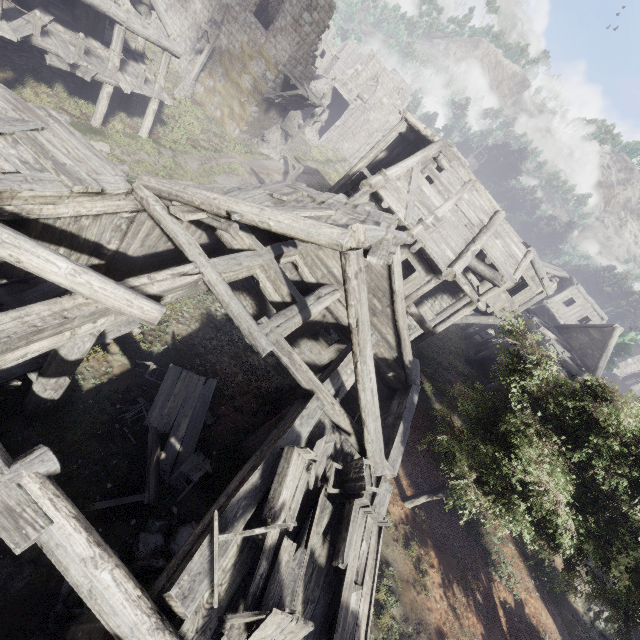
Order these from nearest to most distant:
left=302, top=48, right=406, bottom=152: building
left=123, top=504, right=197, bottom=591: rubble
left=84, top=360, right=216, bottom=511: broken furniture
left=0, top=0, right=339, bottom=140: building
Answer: left=123, top=504, right=197, bottom=591: rubble → left=84, top=360, right=216, bottom=511: broken furniture → left=0, top=0, right=339, bottom=140: building → left=302, top=48, right=406, bottom=152: building

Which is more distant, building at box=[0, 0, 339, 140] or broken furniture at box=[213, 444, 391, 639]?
building at box=[0, 0, 339, 140]

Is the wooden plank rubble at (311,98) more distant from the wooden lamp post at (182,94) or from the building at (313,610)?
the wooden lamp post at (182,94)

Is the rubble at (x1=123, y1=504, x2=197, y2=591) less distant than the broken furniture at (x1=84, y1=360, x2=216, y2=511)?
Yes

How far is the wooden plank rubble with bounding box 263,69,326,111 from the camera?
23.88m

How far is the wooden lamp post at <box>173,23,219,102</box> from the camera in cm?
2183

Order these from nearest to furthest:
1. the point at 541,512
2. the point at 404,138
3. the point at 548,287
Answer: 1. the point at 541,512
2. the point at 548,287
3. the point at 404,138

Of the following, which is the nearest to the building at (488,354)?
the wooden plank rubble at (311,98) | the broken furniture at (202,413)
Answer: the wooden plank rubble at (311,98)
